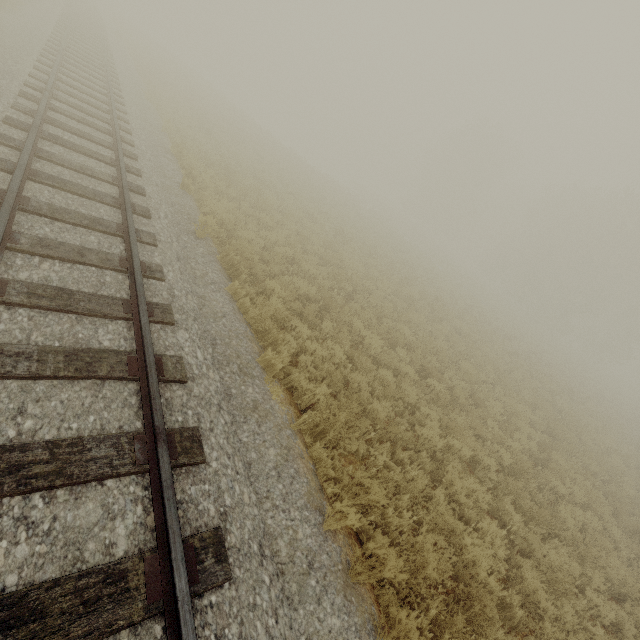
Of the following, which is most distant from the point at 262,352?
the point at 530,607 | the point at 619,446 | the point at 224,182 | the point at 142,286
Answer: the point at 619,446
